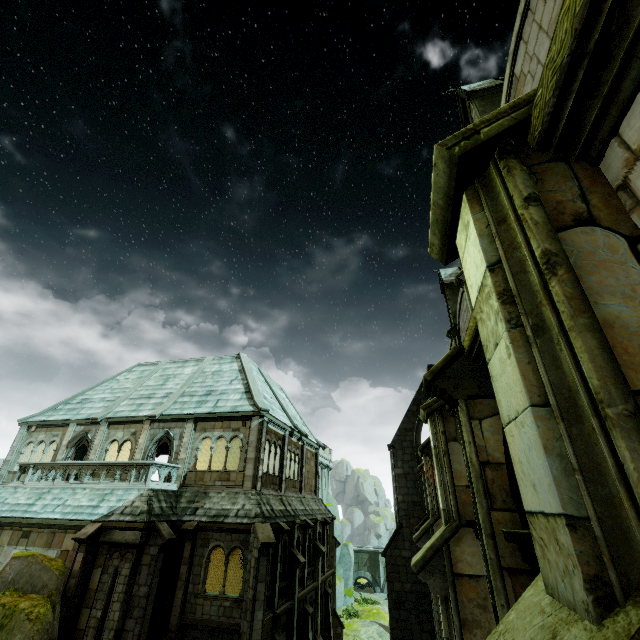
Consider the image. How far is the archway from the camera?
3.1m

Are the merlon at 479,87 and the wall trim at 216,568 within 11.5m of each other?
no

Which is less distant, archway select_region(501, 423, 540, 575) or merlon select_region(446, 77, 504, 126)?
archway select_region(501, 423, 540, 575)

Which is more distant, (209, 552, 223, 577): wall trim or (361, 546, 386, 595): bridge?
(361, 546, 386, 595): bridge

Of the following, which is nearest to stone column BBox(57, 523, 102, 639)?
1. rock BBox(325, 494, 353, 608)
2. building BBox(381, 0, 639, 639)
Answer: building BBox(381, 0, 639, 639)

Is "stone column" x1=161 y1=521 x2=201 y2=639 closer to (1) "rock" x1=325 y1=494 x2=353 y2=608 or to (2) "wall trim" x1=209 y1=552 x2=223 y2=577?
(2) "wall trim" x1=209 y1=552 x2=223 y2=577

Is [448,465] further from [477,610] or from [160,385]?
[160,385]

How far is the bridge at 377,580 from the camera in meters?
42.8
